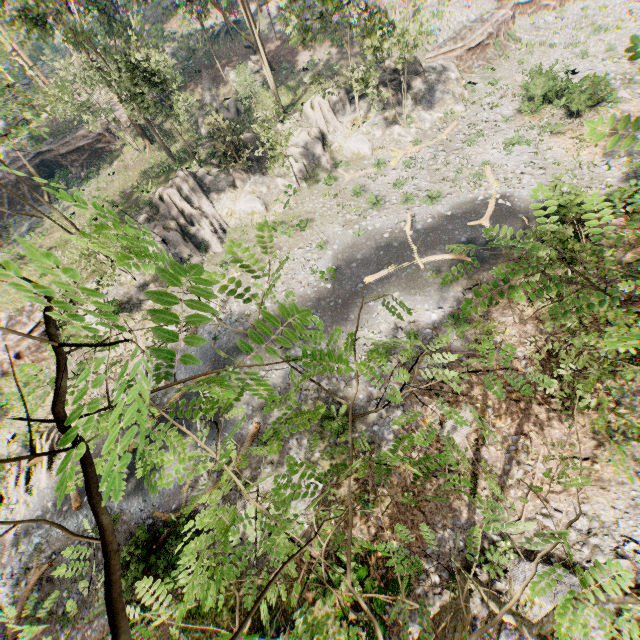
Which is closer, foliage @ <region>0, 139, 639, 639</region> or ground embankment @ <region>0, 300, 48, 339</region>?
foliage @ <region>0, 139, 639, 639</region>

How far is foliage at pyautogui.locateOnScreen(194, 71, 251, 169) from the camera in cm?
2550

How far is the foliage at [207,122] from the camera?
25.5m

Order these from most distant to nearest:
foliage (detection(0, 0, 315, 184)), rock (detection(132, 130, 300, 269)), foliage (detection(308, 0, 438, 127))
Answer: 1. rock (detection(132, 130, 300, 269))
2. foliage (detection(308, 0, 438, 127))
3. foliage (detection(0, 0, 315, 184))

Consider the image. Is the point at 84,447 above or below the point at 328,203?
above

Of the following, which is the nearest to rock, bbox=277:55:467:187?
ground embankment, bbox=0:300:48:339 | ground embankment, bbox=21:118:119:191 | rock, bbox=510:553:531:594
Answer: ground embankment, bbox=0:300:48:339

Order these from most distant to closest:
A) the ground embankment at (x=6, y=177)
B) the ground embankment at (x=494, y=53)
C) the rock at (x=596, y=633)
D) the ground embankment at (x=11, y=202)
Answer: the ground embankment at (x=11, y=202) → the ground embankment at (x=6, y=177) → the ground embankment at (x=494, y=53) → the rock at (x=596, y=633)

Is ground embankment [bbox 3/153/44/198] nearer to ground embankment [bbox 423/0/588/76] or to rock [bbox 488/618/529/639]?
ground embankment [bbox 423/0/588/76]
